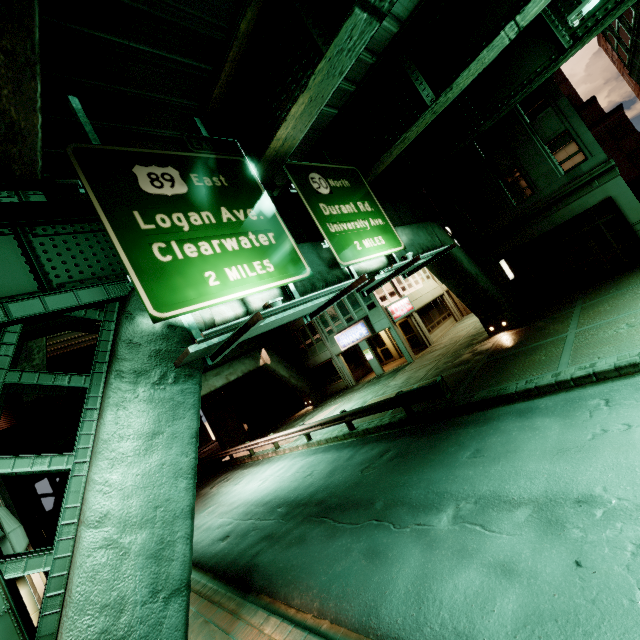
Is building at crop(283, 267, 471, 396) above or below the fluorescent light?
below

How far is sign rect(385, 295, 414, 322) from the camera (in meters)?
23.89

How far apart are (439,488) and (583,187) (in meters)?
16.45

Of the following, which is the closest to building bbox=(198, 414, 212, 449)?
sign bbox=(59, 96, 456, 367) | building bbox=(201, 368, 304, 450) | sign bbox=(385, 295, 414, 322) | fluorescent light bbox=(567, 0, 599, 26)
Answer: building bbox=(201, 368, 304, 450)

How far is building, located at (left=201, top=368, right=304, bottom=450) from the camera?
28.9m

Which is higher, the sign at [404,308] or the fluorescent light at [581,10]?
the fluorescent light at [581,10]

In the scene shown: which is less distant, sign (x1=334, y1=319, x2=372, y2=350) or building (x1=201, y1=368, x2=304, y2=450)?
sign (x1=334, y1=319, x2=372, y2=350)

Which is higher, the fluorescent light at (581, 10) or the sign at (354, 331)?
the fluorescent light at (581, 10)
